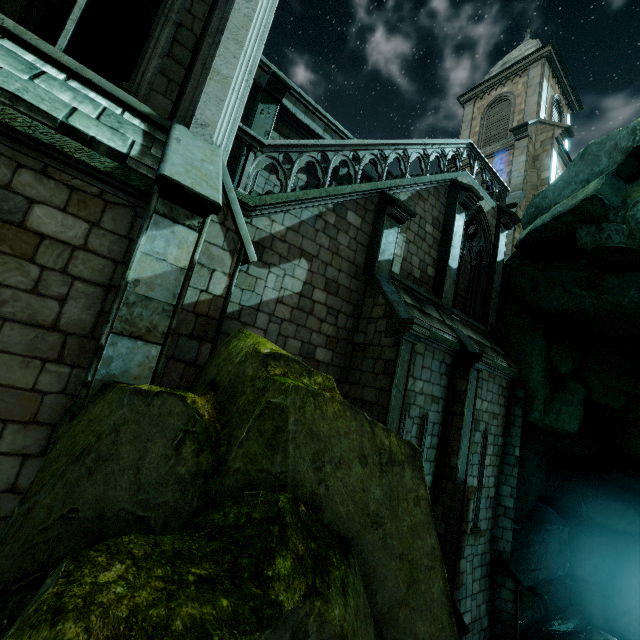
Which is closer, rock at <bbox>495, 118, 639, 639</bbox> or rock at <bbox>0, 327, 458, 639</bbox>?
rock at <bbox>0, 327, 458, 639</bbox>

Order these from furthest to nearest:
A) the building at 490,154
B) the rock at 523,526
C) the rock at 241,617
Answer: the rock at 523,526
the building at 490,154
the rock at 241,617

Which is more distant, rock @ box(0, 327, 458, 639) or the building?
the building

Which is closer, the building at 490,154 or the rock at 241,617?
the rock at 241,617

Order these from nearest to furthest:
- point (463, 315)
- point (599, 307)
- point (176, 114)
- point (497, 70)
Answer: point (176, 114) < point (599, 307) < point (463, 315) < point (497, 70)

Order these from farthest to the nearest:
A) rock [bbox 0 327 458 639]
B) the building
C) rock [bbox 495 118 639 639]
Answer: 1. rock [bbox 495 118 639 639]
2. the building
3. rock [bbox 0 327 458 639]
